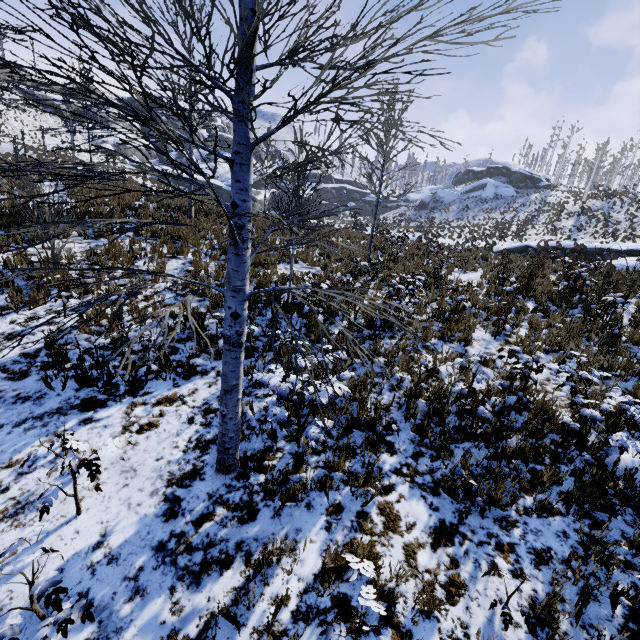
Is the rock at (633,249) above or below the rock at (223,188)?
below

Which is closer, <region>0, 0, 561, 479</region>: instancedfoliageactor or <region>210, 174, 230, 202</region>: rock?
<region>0, 0, 561, 479</region>: instancedfoliageactor

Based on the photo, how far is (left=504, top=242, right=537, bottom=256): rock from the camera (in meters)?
22.17

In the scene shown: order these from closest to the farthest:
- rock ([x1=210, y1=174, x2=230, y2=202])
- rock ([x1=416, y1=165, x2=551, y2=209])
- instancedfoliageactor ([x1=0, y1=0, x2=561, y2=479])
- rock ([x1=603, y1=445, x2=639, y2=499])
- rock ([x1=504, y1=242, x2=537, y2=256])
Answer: instancedfoliageactor ([x1=0, y1=0, x2=561, y2=479])
rock ([x1=603, y1=445, x2=639, y2=499])
rock ([x1=504, y1=242, x2=537, y2=256])
rock ([x1=210, y1=174, x2=230, y2=202])
rock ([x1=416, y1=165, x2=551, y2=209])

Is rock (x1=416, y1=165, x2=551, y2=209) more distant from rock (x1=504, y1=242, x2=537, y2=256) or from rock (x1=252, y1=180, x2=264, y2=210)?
rock (x1=504, y1=242, x2=537, y2=256)

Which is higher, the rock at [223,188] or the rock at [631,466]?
the rock at [223,188]

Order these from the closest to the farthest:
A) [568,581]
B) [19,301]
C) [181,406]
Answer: [568,581] < [181,406] < [19,301]
